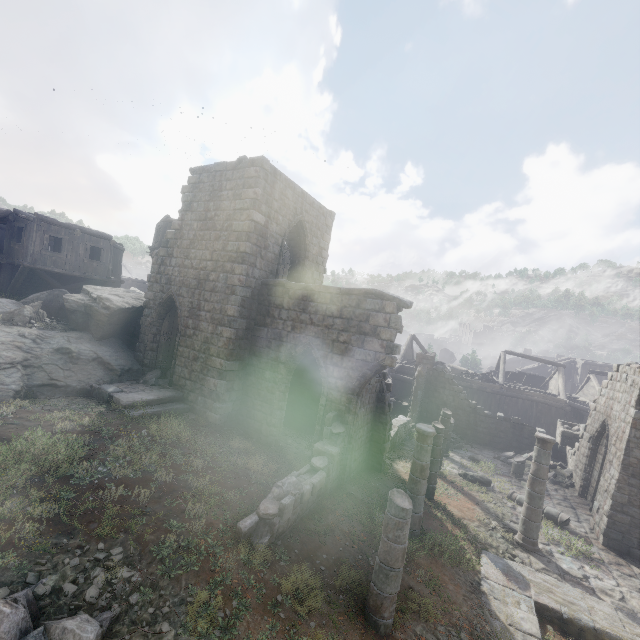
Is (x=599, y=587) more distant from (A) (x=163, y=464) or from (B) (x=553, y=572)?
(A) (x=163, y=464)

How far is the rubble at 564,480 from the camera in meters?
17.4 m

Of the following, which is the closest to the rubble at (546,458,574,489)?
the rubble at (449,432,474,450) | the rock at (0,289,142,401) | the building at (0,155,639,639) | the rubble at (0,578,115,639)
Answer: the building at (0,155,639,639)

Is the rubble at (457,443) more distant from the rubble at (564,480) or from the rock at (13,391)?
the rock at (13,391)

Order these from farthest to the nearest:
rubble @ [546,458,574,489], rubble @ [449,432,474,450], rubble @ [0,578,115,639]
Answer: rubble @ [449,432,474,450] < rubble @ [546,458,574,489] < rubble @ [0,578,115,639]

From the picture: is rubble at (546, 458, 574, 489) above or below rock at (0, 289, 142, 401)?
below

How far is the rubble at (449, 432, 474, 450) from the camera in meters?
20.7 m

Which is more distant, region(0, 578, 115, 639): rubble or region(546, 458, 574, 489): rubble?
region(546, 458, 574, 489): rubble
